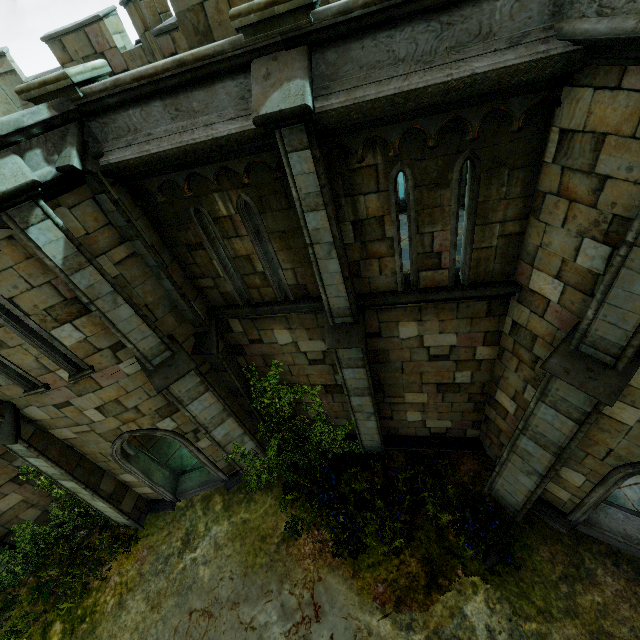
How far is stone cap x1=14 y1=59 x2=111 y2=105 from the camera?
4.4m

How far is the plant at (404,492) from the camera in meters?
8.7

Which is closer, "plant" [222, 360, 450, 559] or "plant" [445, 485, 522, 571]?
"plant" [445, 485, 522, 571]

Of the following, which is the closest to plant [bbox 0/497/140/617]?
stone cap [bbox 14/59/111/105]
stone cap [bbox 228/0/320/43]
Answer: stone cap [bbox 14/59/111/105]

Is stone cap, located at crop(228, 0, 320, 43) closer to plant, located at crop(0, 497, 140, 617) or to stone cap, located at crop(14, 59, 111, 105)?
stone cap, located at crop(14, 59, 111, 105)

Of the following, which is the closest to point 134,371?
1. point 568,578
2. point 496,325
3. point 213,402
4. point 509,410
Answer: point 213,402

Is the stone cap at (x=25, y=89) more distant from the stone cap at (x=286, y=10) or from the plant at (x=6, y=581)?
the plant at (x=6, y=581)

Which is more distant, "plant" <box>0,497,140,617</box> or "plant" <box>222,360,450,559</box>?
"plant" <box>0,497,140,617</box>
